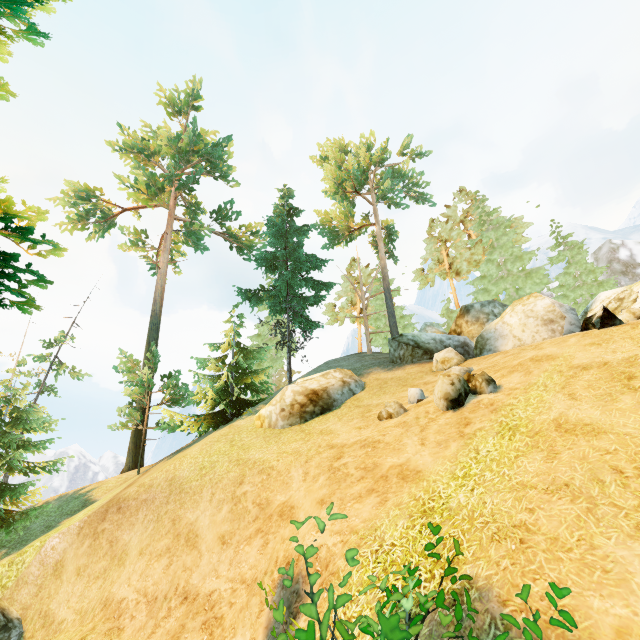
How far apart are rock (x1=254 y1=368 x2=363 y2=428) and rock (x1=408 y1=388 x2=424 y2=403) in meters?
3.9

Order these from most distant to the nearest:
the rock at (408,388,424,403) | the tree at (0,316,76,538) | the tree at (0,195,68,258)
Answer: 1. the tree at (0,316,76,538)
2. the rock at (408,388,424,403)
3. the tree at (0,195,68,258)

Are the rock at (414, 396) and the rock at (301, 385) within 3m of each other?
no

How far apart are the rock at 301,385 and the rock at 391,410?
3.7m

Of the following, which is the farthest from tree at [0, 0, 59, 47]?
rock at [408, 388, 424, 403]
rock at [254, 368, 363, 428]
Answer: rock at [408, 388, 424, 403]

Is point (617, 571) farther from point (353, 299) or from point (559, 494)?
point (353, 299)

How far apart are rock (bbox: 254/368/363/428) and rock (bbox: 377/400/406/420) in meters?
3.7

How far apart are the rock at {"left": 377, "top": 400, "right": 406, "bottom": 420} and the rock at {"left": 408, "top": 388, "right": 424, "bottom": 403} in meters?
0.6
